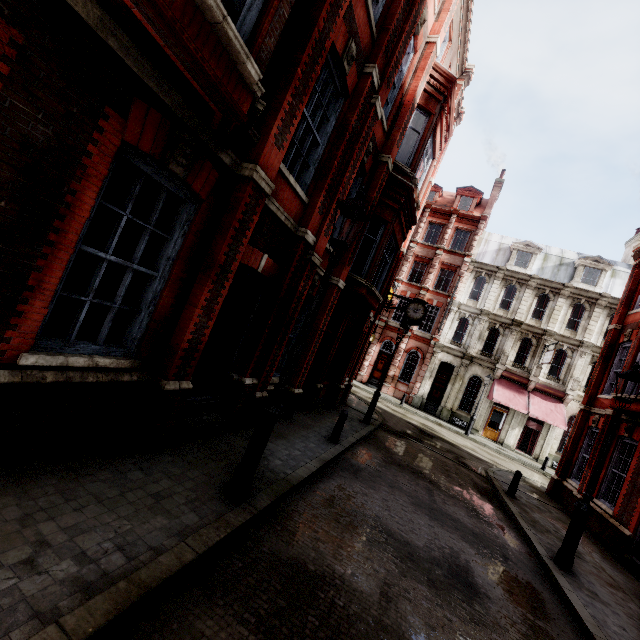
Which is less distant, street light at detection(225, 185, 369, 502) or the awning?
street light at detection(225, 185, 369, 502)

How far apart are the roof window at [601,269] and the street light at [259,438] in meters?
29.6

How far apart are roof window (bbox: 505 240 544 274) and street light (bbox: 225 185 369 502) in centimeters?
2842cm

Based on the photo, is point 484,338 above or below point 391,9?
below

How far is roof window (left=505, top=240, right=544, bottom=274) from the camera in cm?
2788

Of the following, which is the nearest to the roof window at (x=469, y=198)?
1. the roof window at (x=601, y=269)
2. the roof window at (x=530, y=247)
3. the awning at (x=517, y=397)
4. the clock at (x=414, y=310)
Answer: the roof window at (x=530, y=247)

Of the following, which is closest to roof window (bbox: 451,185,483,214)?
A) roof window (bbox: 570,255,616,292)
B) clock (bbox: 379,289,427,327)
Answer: roof window (bbox: 570,255,616,292)

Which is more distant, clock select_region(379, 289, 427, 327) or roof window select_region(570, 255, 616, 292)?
roof window select_region(570, 255, 616, 292)
